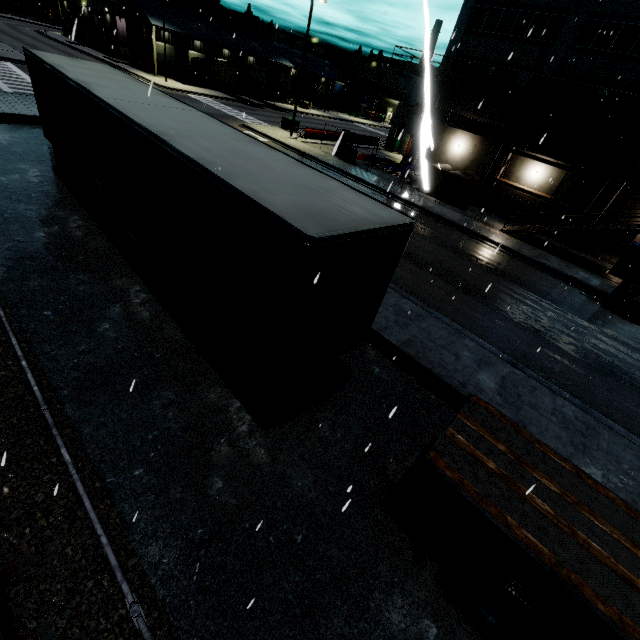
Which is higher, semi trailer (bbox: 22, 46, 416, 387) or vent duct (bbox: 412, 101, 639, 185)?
vent duct (bbox: 412, 101, 639, 185)

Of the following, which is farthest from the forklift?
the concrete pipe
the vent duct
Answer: the concrete pipe

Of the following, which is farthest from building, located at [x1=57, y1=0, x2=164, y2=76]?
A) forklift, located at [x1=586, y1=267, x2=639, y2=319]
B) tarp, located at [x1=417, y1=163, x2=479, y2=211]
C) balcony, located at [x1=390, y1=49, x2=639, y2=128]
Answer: forklift, located at [x1=586, y1=267, x2=639, y2=319]

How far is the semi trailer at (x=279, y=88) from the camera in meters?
42.9 m

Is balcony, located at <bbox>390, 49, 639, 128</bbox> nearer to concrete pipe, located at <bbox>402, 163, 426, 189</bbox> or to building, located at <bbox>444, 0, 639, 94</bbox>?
building, located at <bbox>444, 0, 639, 94</bbox>

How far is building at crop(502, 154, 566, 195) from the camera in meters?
25.0

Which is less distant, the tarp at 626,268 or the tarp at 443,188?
the tarp at 626,268

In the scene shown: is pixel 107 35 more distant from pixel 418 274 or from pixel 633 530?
pixel 633 530
